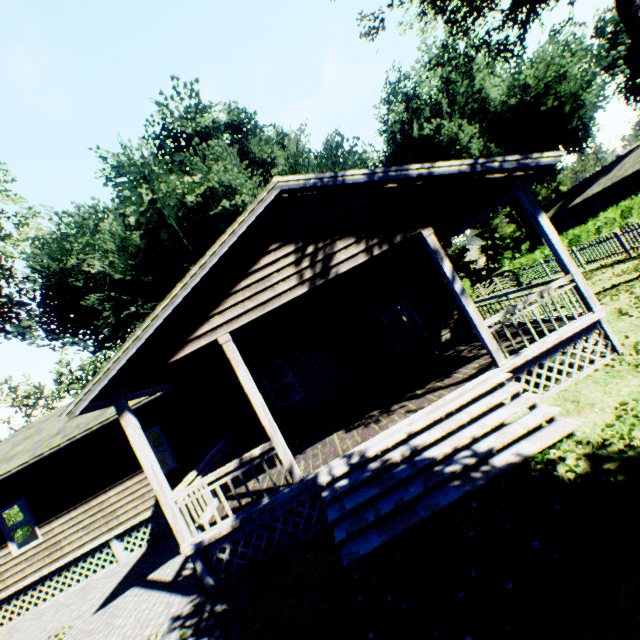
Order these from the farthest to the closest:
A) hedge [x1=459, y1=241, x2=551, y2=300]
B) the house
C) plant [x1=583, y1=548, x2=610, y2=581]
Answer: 1. hedge [x1=459, y1=241, x2=551, y2=300]
2. the house
3. plant [x1=583, y1=548, x2=610, y2=581]

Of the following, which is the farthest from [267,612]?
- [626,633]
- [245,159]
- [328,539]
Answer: [245,159]

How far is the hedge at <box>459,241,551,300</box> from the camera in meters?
22.4 m

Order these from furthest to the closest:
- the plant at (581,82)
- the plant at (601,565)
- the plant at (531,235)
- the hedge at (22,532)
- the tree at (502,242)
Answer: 1. the tree at (502,242)
2. the plant at (531,235)
3. the plant at (581,82)
4. the hedge at (22,532)
5. the plant at (601,565)

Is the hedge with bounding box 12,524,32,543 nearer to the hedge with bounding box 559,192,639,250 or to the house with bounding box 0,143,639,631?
the house with bounding box 0,143,639,631

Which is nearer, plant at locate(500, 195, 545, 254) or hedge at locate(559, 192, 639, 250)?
hedge at locate(559, 192, 639, 250)

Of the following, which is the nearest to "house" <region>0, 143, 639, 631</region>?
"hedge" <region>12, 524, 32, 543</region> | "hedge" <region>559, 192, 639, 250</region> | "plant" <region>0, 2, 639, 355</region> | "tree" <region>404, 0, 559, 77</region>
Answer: "plant" <region>0, 2, 639, 355</region>

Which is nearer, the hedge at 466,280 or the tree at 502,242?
the hedge at 466,280
